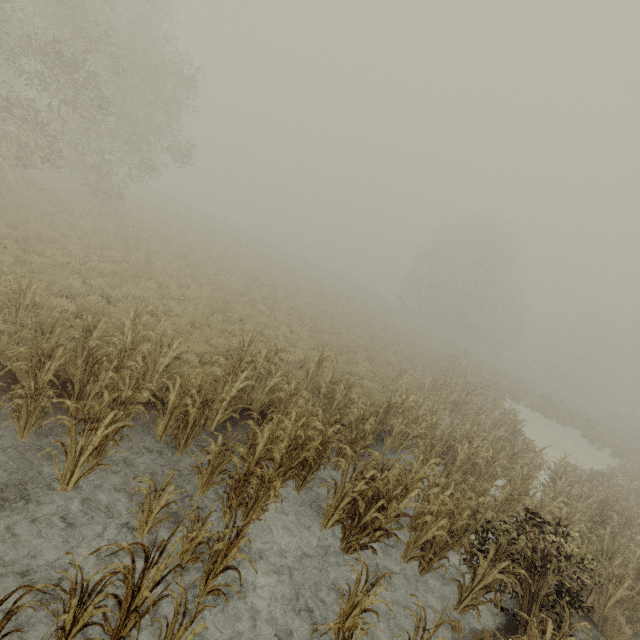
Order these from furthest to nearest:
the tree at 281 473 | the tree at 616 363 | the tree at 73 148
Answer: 1. the tree at 616 363
2. the tree at 73 148
3. the tree at 281 473

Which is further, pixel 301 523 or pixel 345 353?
pixel 345 353

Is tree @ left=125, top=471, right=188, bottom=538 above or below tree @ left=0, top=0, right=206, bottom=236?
below

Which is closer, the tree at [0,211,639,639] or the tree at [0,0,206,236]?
the tree at [0,211,639,639]

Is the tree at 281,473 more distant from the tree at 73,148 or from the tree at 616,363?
the tree at 616,363

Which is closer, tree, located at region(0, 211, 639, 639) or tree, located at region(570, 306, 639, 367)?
tree, located at region(0, 211, 639, 639)

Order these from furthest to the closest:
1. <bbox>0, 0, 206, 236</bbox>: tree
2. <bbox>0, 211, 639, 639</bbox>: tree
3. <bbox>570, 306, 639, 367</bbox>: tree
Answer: <bbox>570, 306, 639, 367</bbox>: tree → <bbox>0, 0, 206, 236</bbox>: tree → <bbox>0, 211, 639, 639</bbox>: tree

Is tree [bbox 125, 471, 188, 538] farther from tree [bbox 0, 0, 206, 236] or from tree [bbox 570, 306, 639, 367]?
tree [bbox 570, 306, 639, 367]
